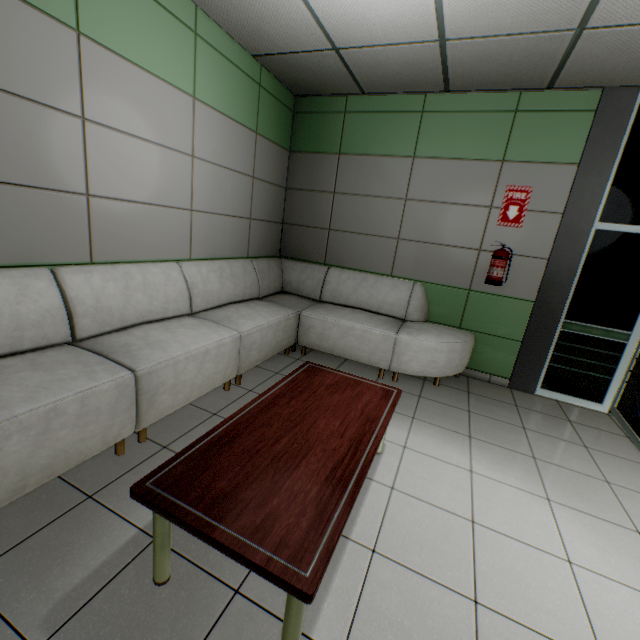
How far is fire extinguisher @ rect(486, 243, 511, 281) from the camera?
3.7m

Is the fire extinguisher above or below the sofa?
above

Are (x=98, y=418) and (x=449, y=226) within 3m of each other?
no

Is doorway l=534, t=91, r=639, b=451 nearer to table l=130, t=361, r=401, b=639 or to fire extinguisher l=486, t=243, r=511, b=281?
fire extinguisher l=486, t=243, r=511, b=281

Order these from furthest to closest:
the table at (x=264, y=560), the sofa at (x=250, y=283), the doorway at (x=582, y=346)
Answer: the doorway at (x=582, y=346) < the sofa at (x=250, y=283) < the table at (x=264, y=560)

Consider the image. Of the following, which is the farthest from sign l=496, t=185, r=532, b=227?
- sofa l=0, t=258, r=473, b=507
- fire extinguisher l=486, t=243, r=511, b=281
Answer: sofa l=0, t=258, r=473, b=507

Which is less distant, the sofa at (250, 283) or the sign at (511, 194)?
the sofa at (250, 283)

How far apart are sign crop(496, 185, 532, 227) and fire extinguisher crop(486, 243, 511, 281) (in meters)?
0.20
